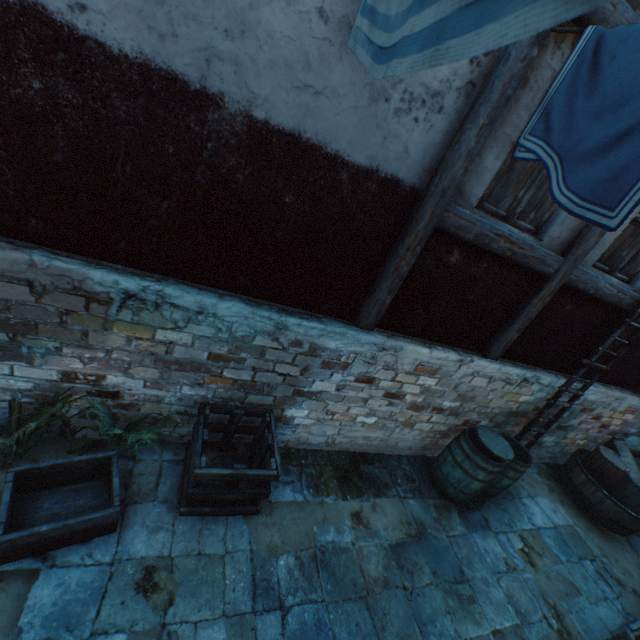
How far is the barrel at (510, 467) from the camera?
4.2m

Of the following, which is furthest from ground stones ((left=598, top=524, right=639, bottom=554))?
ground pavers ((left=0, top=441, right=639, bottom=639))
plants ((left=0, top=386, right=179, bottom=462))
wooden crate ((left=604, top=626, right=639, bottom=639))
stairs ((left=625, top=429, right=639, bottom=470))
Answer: plants ((left=0, top=386, right=179, bottom=462))

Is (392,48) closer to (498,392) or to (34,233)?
(34,233)

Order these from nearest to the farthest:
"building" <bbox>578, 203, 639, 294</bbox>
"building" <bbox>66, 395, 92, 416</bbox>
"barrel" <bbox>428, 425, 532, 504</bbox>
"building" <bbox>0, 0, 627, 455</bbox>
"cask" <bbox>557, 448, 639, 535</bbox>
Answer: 1. "building" <bbox>0, 0, 627, 455</bbox>
2. "building" <bbox>66, 395, 92, 416</bbox>
3. "building" <bbox>578, 203, 639, 294</bbox>
4. "barrel" <bbox>428, 425, 532, 504</bbox>
5. "cask" <bbox>557, 448, 639, 535</bbox>

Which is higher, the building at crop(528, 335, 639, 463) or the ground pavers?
the building at crop(528, 335, 639, 463)

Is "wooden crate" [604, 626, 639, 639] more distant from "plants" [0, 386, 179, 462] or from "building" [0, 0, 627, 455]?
"plants" [0, 386, 179, 462]

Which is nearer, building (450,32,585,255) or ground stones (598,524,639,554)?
building (450,32,585,255)

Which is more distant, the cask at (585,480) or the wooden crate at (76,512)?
Answer: the cask at (585,480)
